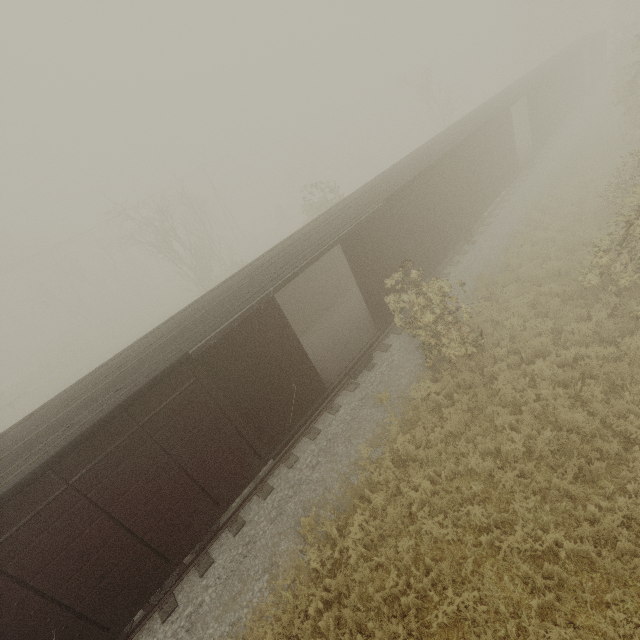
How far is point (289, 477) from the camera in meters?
9.0 m
